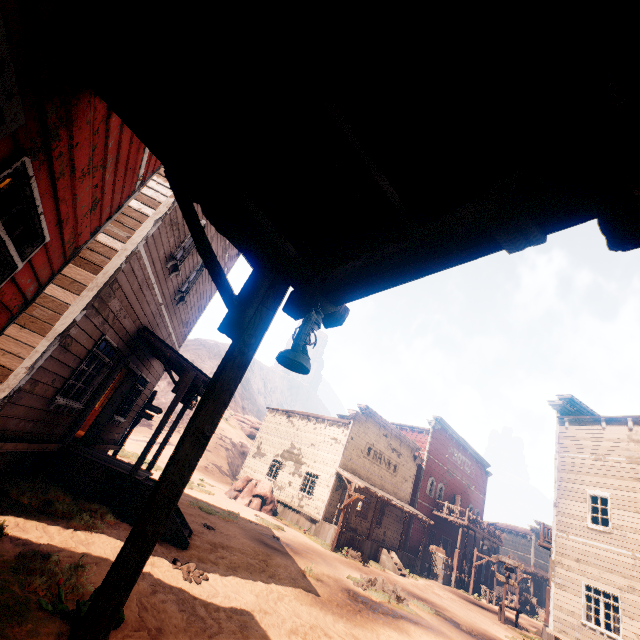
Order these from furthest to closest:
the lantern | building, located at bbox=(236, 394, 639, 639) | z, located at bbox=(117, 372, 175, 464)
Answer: z, located at bbox=(117, 372, 175, 464) < building, located at bbox=(236, 394, 639, 639) < the lantern

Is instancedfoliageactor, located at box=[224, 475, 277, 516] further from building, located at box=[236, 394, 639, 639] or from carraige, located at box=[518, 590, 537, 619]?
carraige, located at box=[518, 590, 537, 619]

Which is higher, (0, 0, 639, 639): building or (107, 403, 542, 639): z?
(0, 0, 639, 639): building

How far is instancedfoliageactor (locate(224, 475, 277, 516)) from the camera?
20.6m

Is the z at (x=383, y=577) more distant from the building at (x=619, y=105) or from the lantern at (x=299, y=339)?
the lantern at (x=299, y=339)

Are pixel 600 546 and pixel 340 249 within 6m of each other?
no

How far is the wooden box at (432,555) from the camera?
24.9 meters

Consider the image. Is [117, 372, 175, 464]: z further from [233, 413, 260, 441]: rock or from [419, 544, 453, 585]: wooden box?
[233, 413, 260, 441]: rock
